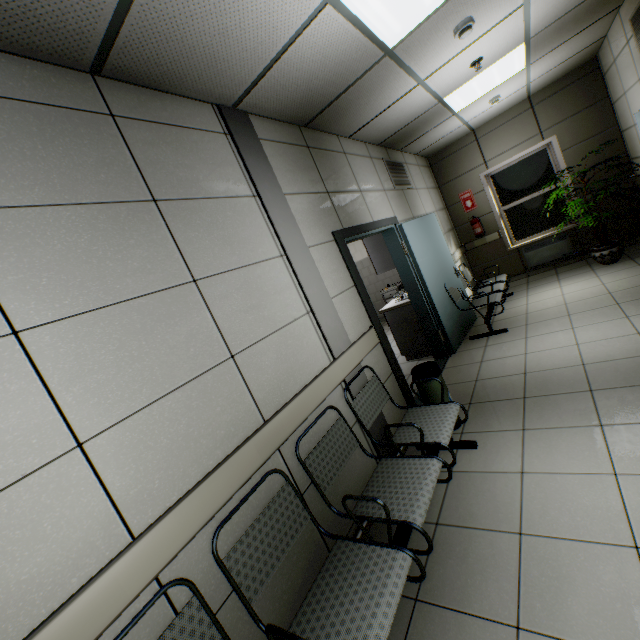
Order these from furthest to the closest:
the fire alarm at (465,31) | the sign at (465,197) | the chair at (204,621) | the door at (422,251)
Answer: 1. the sign at (465,197)
2. the door at (422,251)
3. the fire alarm at (465,31)
4. the chair at (204,621)

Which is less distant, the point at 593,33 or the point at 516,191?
the point at 593,33

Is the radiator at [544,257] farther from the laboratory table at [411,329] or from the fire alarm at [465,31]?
the fire alarm at [465,31]

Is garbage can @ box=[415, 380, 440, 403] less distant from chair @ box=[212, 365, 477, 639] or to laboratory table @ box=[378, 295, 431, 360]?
chair @ box=[212, 365, 477, 639]

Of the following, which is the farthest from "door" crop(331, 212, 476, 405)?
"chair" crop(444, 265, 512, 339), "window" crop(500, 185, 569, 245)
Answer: "window" crop(500, 185, 569, 245)

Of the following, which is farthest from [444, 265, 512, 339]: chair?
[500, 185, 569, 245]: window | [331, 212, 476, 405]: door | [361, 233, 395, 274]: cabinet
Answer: [500, 185, 569, 245]: window

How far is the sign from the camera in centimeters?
702cm

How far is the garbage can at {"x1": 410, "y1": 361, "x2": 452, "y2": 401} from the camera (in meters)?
2.96
